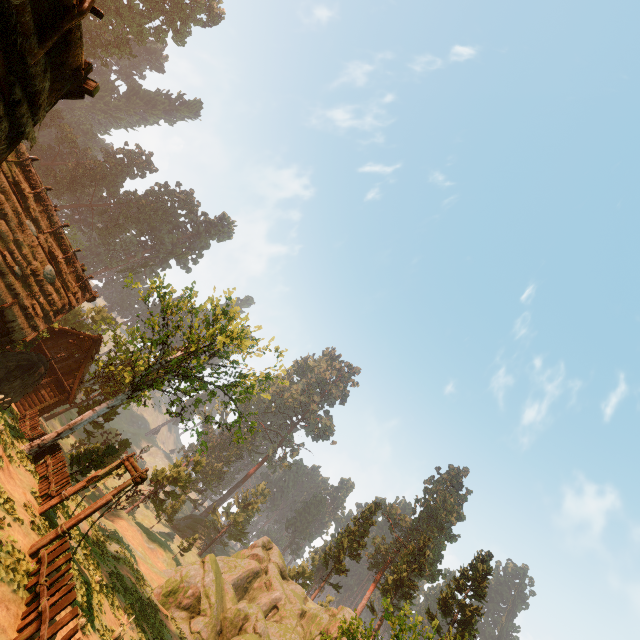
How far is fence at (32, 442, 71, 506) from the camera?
14.4m

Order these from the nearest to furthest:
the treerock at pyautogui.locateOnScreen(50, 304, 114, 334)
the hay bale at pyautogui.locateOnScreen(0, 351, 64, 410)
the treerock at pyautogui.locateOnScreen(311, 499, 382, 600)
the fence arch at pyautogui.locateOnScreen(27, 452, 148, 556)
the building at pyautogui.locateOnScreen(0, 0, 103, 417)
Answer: the building at pyautogui.locateOnScreen(0, 0, 103, 417), the fence arch at pyautogui.locateOnScreen(27, 452, 148, 556), the hay bale at pyautogui.locateOnScreen(0, 351, 64, 410), the treerock at pyautogui.locateOnScreen(50, 304, 114, 334), the treerock at pyautogui.locateOnScreen(311, 499, 382, 600)

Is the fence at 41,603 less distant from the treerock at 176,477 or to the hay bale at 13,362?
the treerock at 176,477

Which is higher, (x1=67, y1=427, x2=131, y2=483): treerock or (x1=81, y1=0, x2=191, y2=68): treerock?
(x1=81, y1=0, x2=191, y2=68): treerock

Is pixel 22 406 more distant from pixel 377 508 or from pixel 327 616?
pixel 377 508

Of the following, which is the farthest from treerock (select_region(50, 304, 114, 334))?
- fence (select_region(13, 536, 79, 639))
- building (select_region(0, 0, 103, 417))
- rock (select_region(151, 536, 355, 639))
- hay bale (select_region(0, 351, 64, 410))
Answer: fence (select_region(13, 536, 79, 639))

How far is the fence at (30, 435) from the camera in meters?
21.2

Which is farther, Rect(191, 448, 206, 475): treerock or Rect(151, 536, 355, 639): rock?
Rect(151, 536, 355, 639): rock
